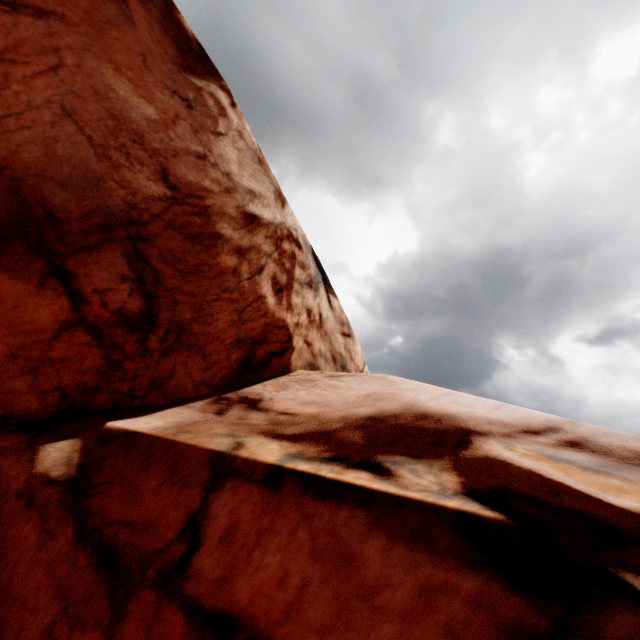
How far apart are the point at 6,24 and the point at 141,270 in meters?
4.8 m
